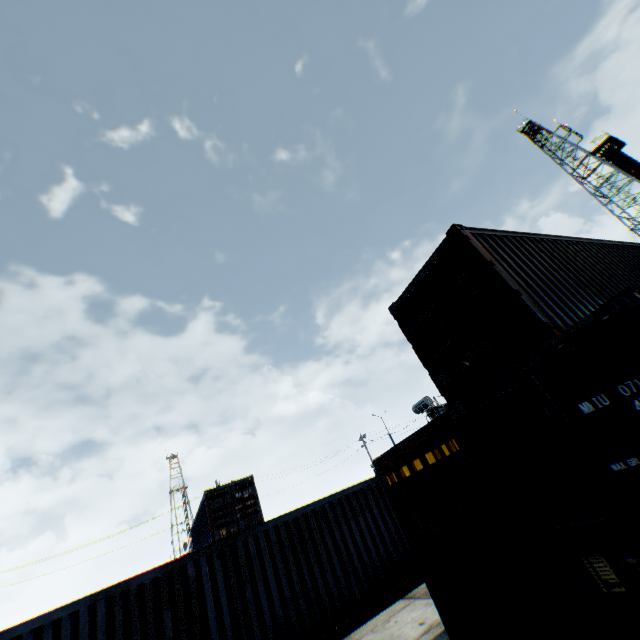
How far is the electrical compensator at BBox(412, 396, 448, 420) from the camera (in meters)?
25.09

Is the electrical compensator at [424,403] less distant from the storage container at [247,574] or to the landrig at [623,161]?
the storage container at [247,574]

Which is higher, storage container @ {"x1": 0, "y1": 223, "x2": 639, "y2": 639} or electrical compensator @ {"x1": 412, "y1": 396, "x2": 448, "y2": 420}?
electrical compensator @ {"x1": 412, "y1": 396, "x2": 448, "y2": 420}

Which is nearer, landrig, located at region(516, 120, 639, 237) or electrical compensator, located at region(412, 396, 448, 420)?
electrical compensator, located at region(412, 396, 448, 420)

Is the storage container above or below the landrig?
below

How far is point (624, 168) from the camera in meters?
38.0 m

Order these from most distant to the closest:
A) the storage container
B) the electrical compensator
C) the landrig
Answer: the landrig, the electrical compensator, the storage container
